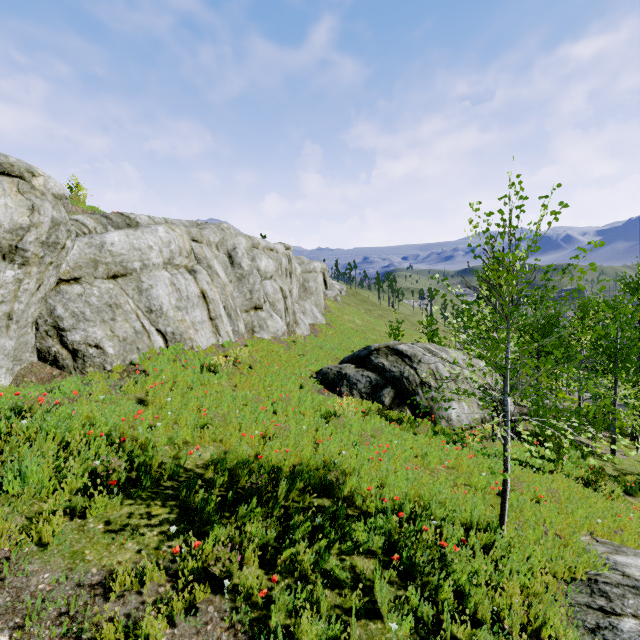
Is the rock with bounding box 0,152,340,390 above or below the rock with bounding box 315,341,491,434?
above

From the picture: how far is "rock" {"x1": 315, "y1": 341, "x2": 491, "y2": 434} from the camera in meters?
13.0

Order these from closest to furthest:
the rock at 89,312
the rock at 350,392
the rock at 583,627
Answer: the rock at 583,627 < the rock at 89,312 < the rock at 350,392

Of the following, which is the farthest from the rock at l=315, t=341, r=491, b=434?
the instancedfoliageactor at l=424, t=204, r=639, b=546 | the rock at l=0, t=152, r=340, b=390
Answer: the instancedfoliageactor at l=424, t=204, r=639, b=546

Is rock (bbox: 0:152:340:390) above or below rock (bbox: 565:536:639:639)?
above

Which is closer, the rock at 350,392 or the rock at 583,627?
the rock at 583,627

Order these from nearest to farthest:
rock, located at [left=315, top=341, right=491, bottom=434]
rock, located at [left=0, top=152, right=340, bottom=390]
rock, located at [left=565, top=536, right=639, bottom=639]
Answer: rock, located at [left=565, top=536, right=639, bottom=639]
rock, located at [left=0, top=152, right=340, bottom=390]
rock, located at [left=315, top=341, right=491, bottom=434]

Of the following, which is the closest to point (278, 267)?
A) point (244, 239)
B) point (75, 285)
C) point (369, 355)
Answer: point (244, 239)
